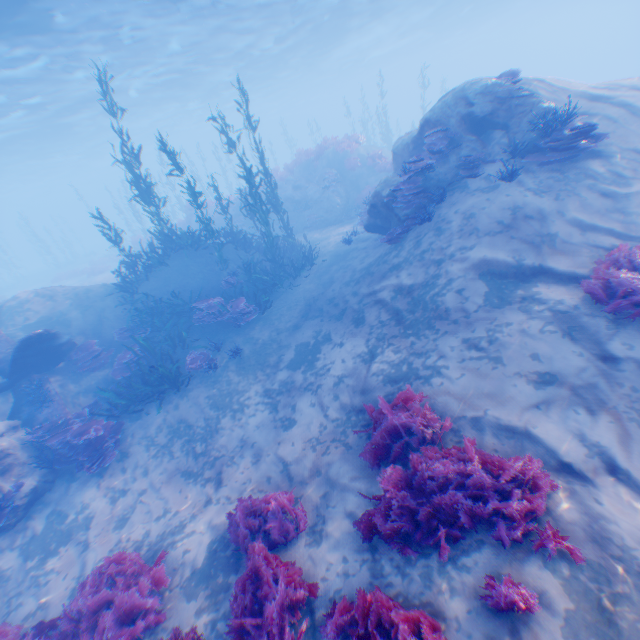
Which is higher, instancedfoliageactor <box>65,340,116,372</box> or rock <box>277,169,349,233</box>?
rock <box>277,169,349,233</box>

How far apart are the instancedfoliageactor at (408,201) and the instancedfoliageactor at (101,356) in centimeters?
1159cm

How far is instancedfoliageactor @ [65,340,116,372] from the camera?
11.2m

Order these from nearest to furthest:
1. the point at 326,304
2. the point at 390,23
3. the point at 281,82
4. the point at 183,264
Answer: the point at 326,304
the point at 183,264
the point at 390,23
the point at 281,82

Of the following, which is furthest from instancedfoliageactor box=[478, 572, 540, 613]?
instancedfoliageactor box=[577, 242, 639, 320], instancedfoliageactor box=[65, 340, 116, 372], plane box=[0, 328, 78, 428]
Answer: instancedfoliageactor box=[65, 340, 116, 372]

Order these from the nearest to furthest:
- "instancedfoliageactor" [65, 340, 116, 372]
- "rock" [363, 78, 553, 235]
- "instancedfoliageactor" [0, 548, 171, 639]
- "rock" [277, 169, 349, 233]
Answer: "instancedfoliageactor" [0, 548, 171, 639] < "rock" [363, 78, 553, 235] < "instancedfoliageactor" [65, 340, 116, 372] < "rock" [277, 169, 349, 233]

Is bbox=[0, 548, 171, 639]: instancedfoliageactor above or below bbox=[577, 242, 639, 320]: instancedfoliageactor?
below

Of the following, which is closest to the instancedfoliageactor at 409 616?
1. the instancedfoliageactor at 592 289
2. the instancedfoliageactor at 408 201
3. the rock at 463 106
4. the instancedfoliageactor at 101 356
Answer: the rock at 463 106
